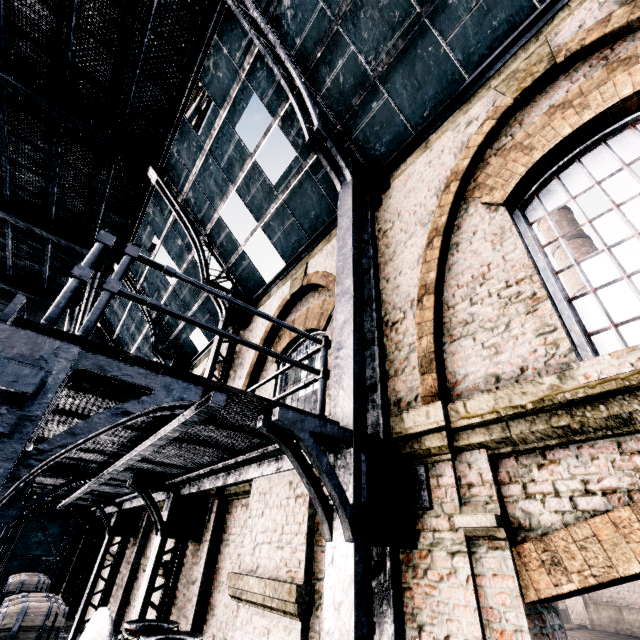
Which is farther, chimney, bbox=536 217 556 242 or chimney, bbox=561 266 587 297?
chimney, bbox=536 217 556 242

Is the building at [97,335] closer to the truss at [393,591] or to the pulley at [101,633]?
the truss at [393,591]

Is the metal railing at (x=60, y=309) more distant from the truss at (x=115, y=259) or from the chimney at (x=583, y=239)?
the chimney at (x=583, y=239)

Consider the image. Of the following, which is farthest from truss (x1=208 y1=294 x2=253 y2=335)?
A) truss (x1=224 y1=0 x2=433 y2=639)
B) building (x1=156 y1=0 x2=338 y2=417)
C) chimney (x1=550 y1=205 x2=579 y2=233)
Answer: chimney (x1=550 y1=205 x2=579 y2=233)

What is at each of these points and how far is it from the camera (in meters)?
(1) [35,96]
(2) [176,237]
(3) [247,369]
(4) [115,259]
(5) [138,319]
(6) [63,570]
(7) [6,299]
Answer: (1) truss, 9.41
(2) building, 12.22
(3) building, 9.12
(4) truss, 14.94
(5) building, 16.55
(6) building, 14.19
(7) building, 17.08

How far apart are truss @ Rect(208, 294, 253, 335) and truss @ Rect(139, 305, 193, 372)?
5.39m

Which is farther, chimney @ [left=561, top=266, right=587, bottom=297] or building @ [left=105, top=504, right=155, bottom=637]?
chimney @ [left=561, top=266, right=587, bottom=297]

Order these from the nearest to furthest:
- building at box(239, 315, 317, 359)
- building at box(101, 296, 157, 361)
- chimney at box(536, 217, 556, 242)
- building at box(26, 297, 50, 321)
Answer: building at box(239, 315, 317, 359), building at box(101, 296, 157, 361), building at box(26, 297, 50, 321), chimney at box(536, 217, 556, 242)
